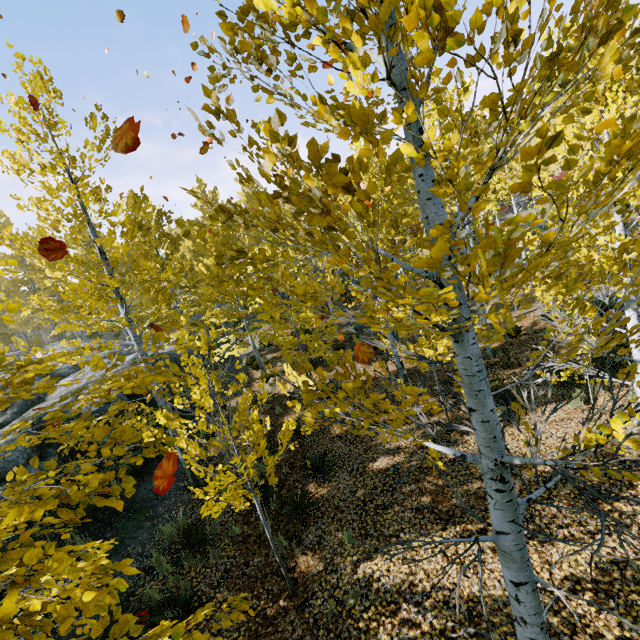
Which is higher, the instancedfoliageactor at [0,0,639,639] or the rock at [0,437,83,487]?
the instancedfoliageactor at [0,0,639,639]

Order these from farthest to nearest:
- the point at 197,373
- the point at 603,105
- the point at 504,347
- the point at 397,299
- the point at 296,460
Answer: the point at 504,347, the point at 296,460, the point at 197,373, the point at 603,105, the point at 397,299

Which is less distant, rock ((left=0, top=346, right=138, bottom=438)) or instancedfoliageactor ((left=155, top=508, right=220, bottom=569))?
instancedfoliageactor ((left=155, top=508, right=220, bottom=569))

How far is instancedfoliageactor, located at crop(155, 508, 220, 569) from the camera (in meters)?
6.66

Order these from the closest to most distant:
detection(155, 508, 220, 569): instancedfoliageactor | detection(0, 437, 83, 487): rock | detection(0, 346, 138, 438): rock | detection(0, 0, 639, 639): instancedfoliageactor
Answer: detection(0, 0, 639, 639): instancedfoliageactor, detection(155, 508, 220, 569): instancedfoliageactor, detection(0, 437, 83, 487): rock, detection(0, 346, 138, 438): rock

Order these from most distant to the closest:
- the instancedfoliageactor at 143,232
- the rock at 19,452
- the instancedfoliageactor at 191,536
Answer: the rock at 19,452 < the instancedfoliageactor at 191,536 < the instancedfoliageactor at 143,232

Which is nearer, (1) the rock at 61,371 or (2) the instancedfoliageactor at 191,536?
(2) the instancedfoliageactor at 191,536
